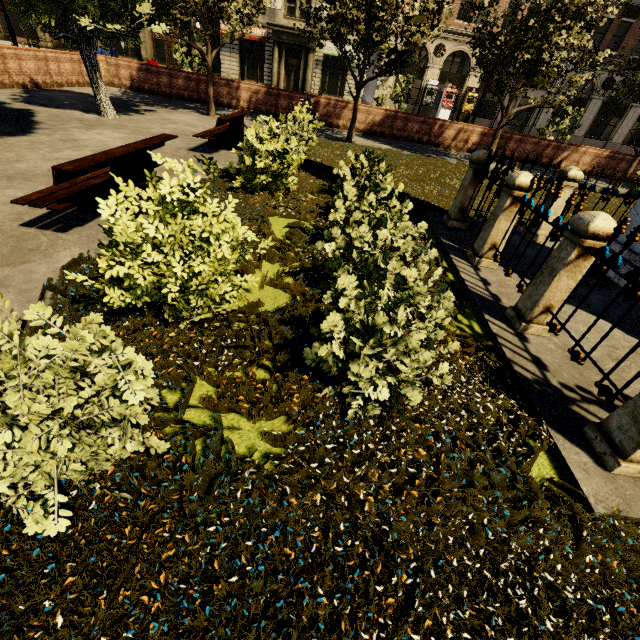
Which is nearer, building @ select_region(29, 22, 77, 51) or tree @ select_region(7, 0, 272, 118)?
tree @ select_region(7, 0, 272, 118)

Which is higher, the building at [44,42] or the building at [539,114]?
the building at [539,114]

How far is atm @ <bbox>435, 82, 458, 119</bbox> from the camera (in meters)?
29.92

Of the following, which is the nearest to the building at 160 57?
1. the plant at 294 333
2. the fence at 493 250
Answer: the plant at 294 333

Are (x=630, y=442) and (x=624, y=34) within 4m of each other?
no

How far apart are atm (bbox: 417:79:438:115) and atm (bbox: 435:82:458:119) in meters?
0.8

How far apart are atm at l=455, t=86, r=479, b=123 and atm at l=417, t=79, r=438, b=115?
2.8m

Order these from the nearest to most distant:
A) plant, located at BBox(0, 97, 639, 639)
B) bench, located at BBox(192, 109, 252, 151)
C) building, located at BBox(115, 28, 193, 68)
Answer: plant, located at BBox(0, 97, 639, 639) < bench, located at BBox(192, 109, 252, 151) < building, located at BBox(115, 28, 193, 68)
